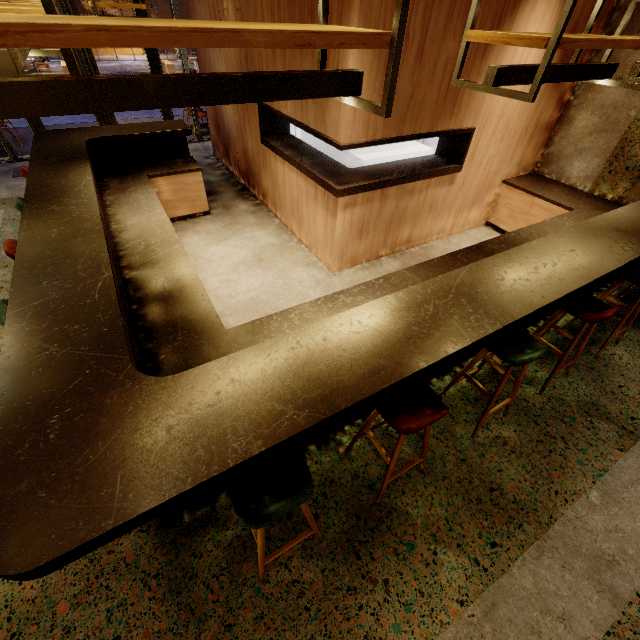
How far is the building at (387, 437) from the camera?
2.7 meters

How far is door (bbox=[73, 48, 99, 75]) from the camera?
6.4 meters

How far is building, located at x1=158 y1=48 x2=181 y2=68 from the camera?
20.3 meters

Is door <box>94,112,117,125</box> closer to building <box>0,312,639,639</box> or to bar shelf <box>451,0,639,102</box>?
building <box>0,312,639,639</box>

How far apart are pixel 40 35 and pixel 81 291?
1.87m

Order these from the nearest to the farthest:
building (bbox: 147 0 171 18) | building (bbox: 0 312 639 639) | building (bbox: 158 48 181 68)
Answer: building (bbox: 0 312 639 639) < building (bbox: 158 48 181 68) < building (bbox: 147 0 171 18)

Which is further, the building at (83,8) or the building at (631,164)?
the building at (83,8)

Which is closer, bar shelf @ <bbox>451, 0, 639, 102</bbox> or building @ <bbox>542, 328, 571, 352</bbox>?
bar shelf @ <bbox>451, 0, 639, 102</bbox>
